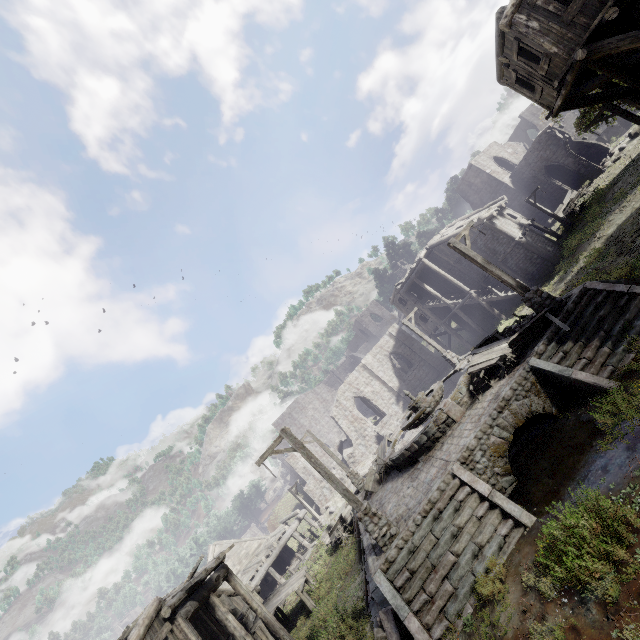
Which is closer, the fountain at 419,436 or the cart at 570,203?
the fountain at 419,436

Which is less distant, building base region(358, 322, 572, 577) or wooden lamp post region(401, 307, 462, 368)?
building base region(358, 322, 572, 577)

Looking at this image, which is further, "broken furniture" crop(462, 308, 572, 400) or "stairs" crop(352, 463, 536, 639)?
"broken furniture" crop(462, 308, 572, 400)

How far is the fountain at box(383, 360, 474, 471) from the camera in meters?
12.9 m

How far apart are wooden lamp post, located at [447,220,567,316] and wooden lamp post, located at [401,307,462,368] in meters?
9.1

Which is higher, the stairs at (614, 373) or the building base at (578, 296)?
the building base at (578, 296)

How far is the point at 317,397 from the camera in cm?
5588

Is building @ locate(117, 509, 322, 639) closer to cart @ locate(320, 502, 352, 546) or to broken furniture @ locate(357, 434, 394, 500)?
Result: cart @ locate(320, 502, 352, 546)
